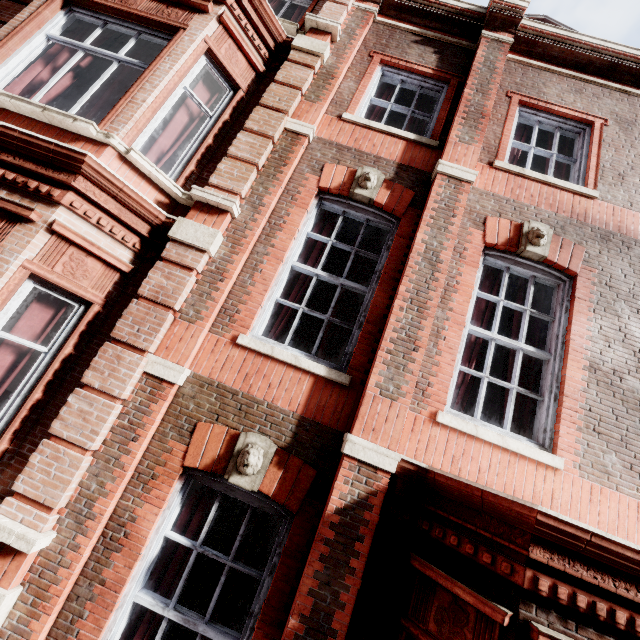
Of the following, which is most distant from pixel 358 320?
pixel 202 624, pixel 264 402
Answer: pixel 202 624
